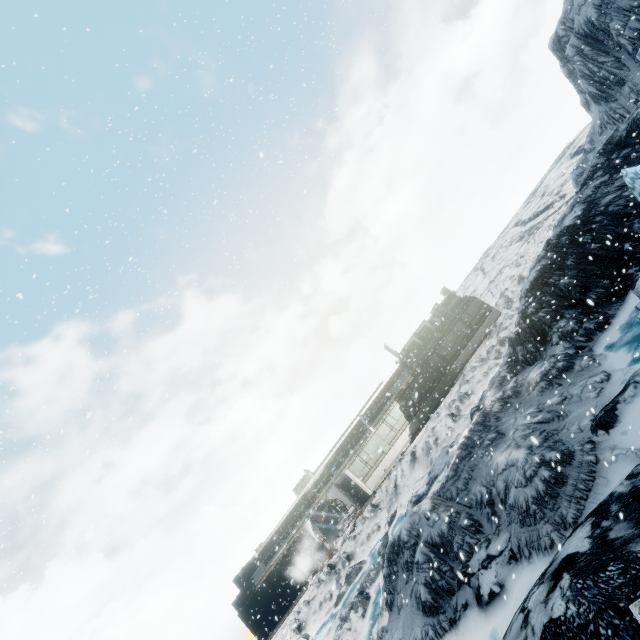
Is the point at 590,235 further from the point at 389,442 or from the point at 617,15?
the point at 389,442
